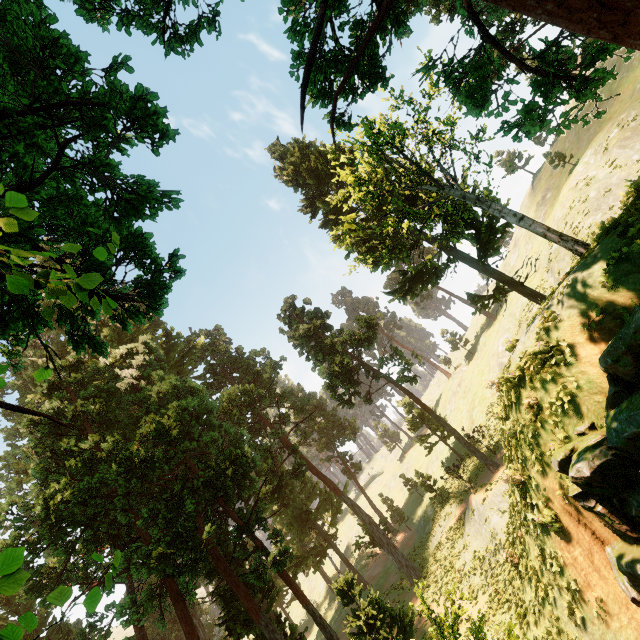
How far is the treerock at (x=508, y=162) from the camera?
13.5 meters

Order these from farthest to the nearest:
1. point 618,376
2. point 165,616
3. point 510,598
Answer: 1. point 165,616
2. point 510,598
3. point 618,376

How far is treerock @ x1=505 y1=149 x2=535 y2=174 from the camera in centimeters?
1351cm

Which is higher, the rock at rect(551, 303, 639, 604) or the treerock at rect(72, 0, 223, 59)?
the treerock at rect(72, 0, 223, 59)

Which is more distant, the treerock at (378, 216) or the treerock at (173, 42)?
the treerock at (173, 42)

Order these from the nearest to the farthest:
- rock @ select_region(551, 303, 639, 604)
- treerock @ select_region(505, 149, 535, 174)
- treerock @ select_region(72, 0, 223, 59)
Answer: rock @ select_region(551, 303, 639, 604) < treerock @ select_region(72, 0, 223, 59) < treerock @ select_region(505, 149, 535, 174)

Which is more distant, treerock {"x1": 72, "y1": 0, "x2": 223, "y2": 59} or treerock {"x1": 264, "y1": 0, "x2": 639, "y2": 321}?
treerock {"x1": 72, "y1": 0, "x2": 223, "y2": 59}
